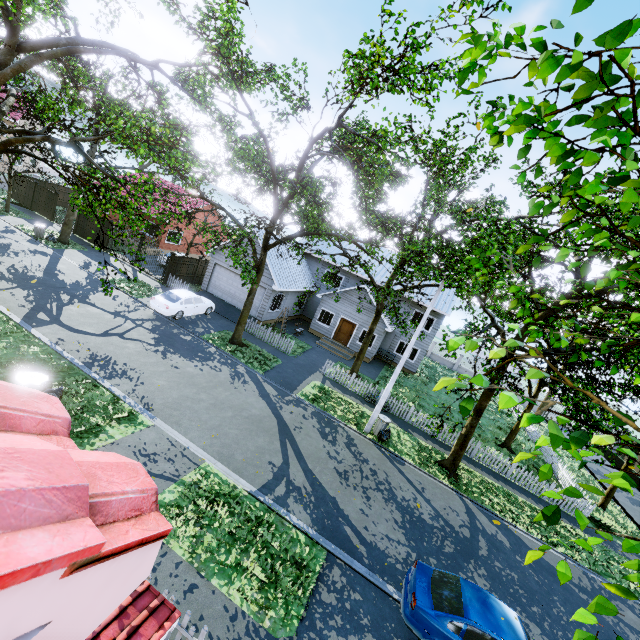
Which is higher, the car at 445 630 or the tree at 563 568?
the tree at 563 568

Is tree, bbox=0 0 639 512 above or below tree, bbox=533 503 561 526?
above

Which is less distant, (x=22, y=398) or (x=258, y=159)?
(x=22, y=398)

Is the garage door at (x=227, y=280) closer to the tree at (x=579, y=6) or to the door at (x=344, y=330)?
the tree at (x=579, y=6)

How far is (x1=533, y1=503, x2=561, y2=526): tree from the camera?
1.50m

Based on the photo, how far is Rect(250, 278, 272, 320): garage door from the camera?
23.8 meters

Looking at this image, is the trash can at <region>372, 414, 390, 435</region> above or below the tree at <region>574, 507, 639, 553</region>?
below

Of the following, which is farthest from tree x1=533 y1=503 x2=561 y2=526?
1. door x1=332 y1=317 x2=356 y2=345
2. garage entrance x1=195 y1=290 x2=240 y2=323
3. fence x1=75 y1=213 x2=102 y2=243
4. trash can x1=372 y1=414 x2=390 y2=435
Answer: door x1=332 y1=317 x2=356 y2=345
